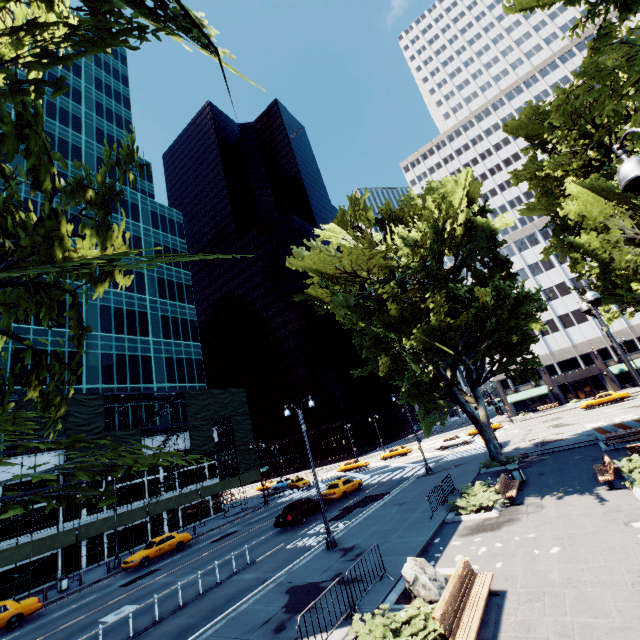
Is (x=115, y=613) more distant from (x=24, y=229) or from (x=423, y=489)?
(x=24, y=229)

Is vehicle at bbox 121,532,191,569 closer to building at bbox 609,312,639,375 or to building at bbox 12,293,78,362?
building at bbox 12,293,78,362

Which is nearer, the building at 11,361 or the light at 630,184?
the light at 630,184

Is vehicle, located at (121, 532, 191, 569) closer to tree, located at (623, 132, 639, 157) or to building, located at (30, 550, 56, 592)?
building, located at (30, 550, 56, 592)

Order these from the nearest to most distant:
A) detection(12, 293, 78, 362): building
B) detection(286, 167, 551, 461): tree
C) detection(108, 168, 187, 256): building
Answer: detection(286, 167, 551, 461): tree
detection(12, 293, 78, 362): building
detection(108, 168, 187, 256): building

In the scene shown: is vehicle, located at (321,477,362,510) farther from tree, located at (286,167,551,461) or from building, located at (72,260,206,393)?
building, located at (72,260,206,393)

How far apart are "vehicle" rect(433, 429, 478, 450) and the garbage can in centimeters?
2408cm

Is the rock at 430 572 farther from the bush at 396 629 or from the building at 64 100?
the building at 64 100
